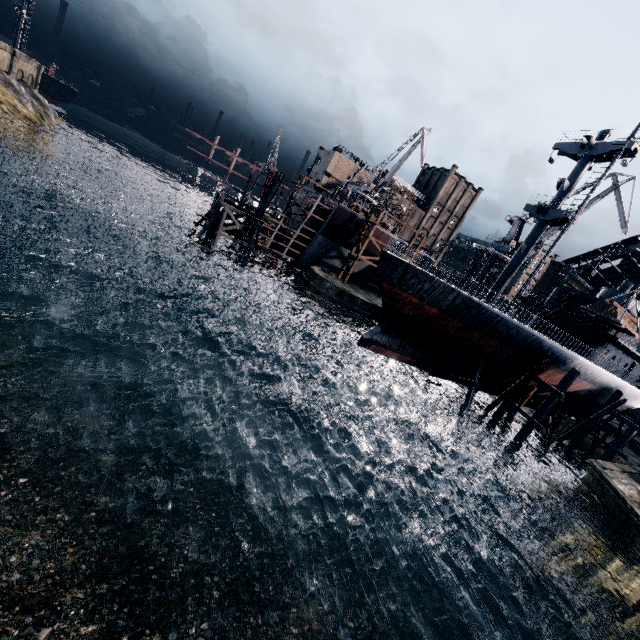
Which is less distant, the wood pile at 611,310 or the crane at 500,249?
the wood pile at 611,310

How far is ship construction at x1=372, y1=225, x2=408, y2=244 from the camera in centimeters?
4672cm

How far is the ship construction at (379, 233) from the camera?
46.7 meters

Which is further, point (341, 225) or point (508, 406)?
point (341, 225)

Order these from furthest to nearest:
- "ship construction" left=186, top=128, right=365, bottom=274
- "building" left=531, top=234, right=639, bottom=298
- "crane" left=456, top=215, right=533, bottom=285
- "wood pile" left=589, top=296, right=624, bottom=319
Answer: "building" left=531, top=234, right=639, bottom=298, "crane" left=456, top=215, right=533, bottom=285, "ship construction" left=186, top=128, right=365, bottom=274, "wood pile" left=589, top=296, right=624, bottom=319

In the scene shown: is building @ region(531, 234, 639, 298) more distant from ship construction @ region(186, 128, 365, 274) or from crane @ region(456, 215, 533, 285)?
crane @ region(456, 215, 533, 285)
